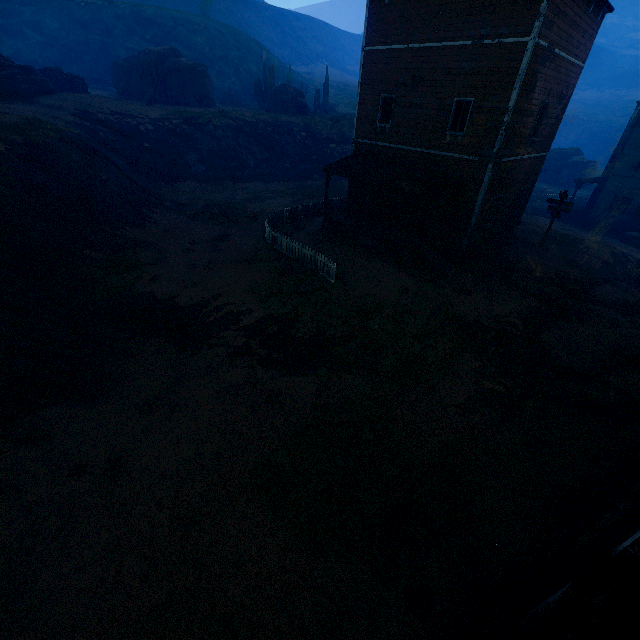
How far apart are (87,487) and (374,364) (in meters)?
9.61

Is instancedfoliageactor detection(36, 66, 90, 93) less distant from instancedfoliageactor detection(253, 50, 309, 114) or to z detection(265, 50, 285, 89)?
instancedfoliageactor detection(253, 50, 309, 114)

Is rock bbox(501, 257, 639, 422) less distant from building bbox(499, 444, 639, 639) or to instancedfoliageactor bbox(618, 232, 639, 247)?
building bbox(499, 444, 639, 639)

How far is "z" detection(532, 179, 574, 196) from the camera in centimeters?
4745cm

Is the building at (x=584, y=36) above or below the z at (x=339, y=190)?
above

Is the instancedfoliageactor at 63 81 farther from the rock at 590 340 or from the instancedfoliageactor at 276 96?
the rock at 590 340

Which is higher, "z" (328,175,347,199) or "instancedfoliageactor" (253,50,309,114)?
"instancedfoliageactor" (253,50,309,114)

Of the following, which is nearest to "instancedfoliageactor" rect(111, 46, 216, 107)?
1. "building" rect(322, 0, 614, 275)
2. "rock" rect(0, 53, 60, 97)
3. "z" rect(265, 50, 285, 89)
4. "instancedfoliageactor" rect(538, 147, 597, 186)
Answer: "rock" rect(0, 53, 60, 97)
